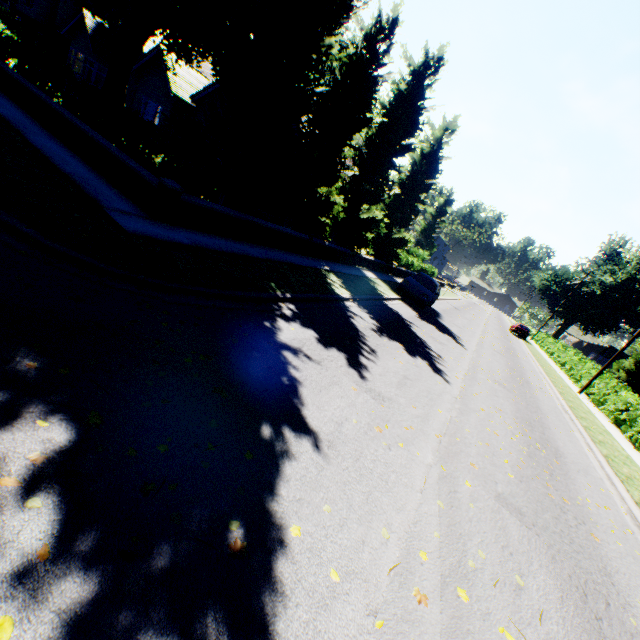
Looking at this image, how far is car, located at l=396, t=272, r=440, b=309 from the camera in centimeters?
1759cm

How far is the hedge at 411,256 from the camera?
28.6 meters

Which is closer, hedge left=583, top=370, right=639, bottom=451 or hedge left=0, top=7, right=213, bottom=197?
hedge left=0, top=7, right=213, bottom=197

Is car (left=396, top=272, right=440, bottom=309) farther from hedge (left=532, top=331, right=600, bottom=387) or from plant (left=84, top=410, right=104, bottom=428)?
plant (left=84, top=410, right=104, bottom=428)

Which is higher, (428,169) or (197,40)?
(428,169)

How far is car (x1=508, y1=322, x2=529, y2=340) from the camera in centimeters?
3909cm

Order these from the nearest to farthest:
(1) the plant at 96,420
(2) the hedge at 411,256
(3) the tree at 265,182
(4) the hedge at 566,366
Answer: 1. (1) the plant at 96,420
2. (3) the tree at 265,182
3. (4) the hedge at 566,366
4. (2) the hedge at 411,256

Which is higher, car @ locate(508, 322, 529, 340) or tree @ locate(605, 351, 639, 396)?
tree @ locate(605, 351, 639, 396)
